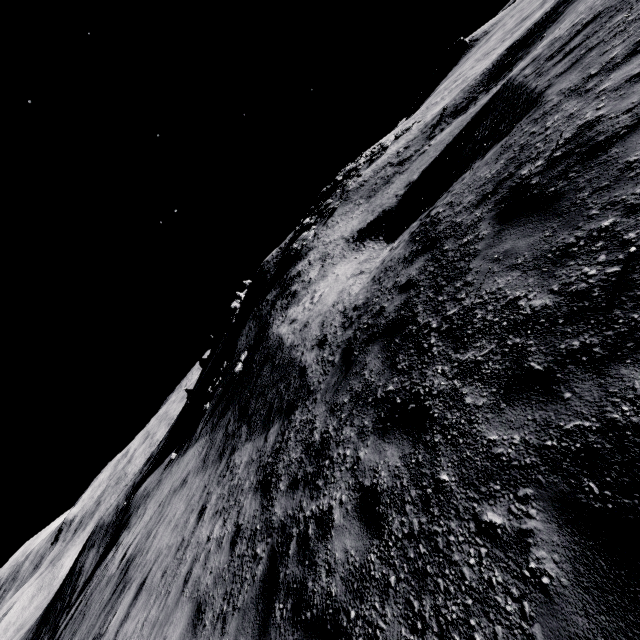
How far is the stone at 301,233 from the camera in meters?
31.0

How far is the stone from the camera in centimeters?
3097cm

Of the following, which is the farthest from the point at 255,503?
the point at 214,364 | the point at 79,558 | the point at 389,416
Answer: the point at 79,558
